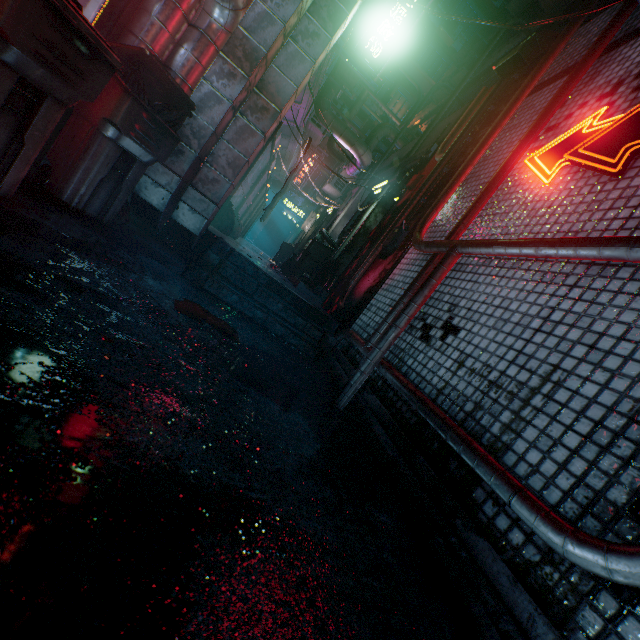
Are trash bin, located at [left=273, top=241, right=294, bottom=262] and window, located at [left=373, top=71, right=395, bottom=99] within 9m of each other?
no

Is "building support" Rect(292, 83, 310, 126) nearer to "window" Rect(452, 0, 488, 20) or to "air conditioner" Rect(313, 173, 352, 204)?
"air conditioner" Rect(313, 173, 352, 204)

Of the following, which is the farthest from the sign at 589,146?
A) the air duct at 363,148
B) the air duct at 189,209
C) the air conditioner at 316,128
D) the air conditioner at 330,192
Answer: the air conditioner at 330,192

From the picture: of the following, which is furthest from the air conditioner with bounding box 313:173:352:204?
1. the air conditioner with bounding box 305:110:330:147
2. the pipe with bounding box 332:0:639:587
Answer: the pipe with bounding box 332:0:639:587

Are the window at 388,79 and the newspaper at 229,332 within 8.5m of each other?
no

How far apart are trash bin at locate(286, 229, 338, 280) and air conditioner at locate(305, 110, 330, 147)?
3.4 meters

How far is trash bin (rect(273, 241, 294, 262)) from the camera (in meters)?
13.26

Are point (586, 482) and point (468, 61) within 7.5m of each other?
no
